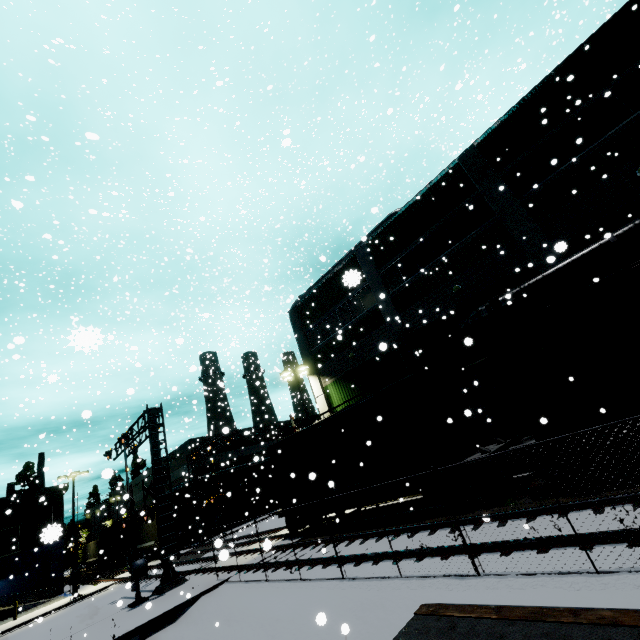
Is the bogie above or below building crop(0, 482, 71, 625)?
below

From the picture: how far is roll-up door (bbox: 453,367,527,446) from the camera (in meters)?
14.87

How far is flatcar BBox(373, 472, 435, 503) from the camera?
12.28m

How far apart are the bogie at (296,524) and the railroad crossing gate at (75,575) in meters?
20.0

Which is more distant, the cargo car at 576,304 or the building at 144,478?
the building at 144,478

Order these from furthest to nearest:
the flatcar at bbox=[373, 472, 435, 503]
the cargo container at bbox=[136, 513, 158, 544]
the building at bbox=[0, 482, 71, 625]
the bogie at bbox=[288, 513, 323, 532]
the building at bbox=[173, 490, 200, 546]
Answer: the building at bbox=[173, 490, 200, 546] → the cargo container at bbox=[136, 513, 158, 544] → the building at bbox=[0, 482, 71, 625] → the bogie at bbox=[288, 513, 323, 532] → the flatcar at bbox=[373, 472, 435, 503]

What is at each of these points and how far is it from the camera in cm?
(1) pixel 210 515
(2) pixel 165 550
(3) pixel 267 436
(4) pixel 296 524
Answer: (1) building, 3656
(2) railroad crossing overhang, 1622
(3) building, 2284
(4) bogie, 1736

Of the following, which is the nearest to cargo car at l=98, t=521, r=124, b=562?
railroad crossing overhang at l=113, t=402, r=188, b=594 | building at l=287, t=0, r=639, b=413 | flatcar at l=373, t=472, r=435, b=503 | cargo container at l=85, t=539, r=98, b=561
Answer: flatcar at l=373, t=472, r=435, b=503
